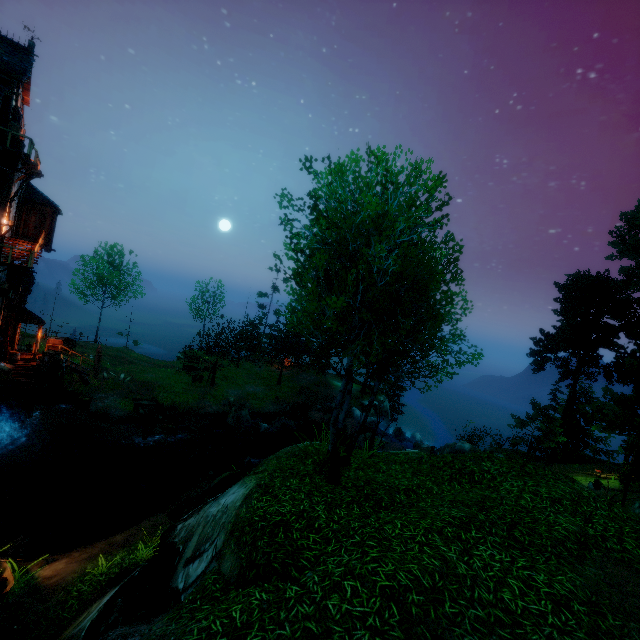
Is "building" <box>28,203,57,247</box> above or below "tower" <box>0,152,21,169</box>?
below

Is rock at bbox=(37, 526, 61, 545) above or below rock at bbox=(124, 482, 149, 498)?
above

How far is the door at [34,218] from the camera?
21.70m

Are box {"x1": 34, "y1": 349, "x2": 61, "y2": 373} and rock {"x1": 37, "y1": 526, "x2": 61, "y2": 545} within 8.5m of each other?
no

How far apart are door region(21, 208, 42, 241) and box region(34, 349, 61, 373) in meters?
7.5

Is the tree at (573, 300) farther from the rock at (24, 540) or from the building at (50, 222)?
the rock at (24, 540)

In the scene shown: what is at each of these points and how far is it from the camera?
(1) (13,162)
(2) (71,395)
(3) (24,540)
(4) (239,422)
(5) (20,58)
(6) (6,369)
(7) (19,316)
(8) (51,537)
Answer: (1) tower, 18.06m
(2) piling, 23.84m
(3) rock, 12.13m
(4) rock, 26.28m
(5) building, 18.77m
(6) box, 19.03m
(7) building, 22.89m
(8) rock, 12.55m

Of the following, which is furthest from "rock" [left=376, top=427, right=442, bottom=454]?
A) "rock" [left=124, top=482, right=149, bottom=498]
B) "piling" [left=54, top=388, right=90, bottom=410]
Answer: "piling" [left=54, top=388, right=90, bottom=410]
